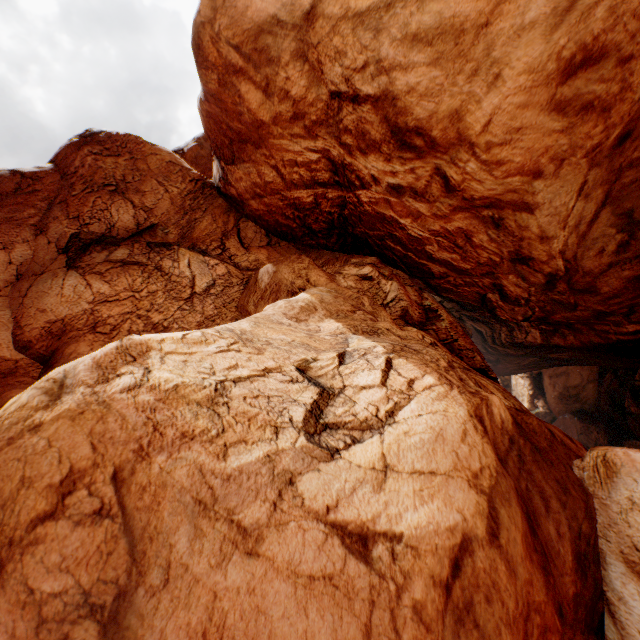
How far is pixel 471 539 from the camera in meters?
4.6 m
